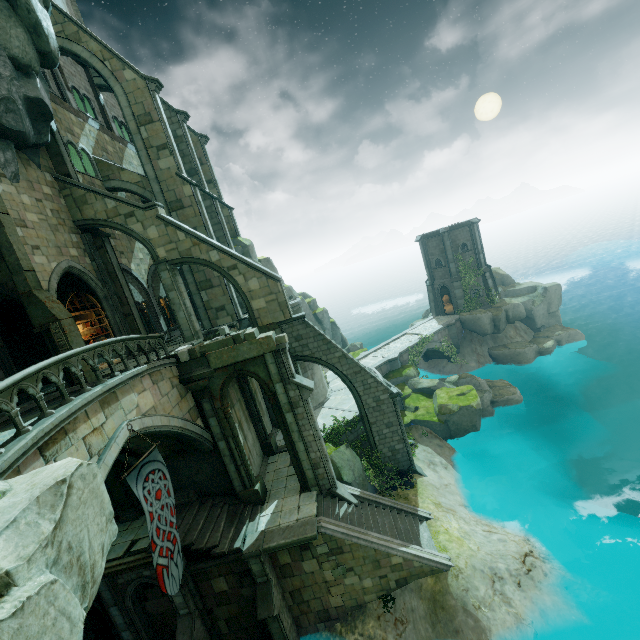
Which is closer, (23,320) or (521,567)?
(521,567)

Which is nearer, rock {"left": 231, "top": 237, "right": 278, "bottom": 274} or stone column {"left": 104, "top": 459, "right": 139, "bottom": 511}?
stone column {"left": 104, "top": 459, "right": 139, "bottom": 511}

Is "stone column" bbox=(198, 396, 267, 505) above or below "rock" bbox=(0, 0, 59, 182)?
below

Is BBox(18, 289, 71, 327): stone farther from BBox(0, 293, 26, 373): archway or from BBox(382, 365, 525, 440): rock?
BBox(382, 365, 525, 440): rock

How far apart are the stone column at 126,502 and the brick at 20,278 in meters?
7.5

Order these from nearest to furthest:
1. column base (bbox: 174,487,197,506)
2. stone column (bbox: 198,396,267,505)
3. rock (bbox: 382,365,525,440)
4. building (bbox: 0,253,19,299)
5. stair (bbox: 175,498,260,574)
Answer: stair (bbox: 175,498,260,574) < building (bbox: 0,253,19,299) < stone column (bbox: 198,396,267,505) < column base (bbox: 174,487,197,506) < rock (bbox: 382,365,525,440)

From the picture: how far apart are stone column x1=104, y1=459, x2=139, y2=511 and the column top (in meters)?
4.90

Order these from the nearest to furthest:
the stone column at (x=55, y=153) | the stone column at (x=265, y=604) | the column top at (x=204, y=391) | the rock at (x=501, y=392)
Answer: the stone column at (x=265, y=604), the column top at (x=204, y=391), the stone column at (x=55, y=153), the rock at (x=501, y=392)
